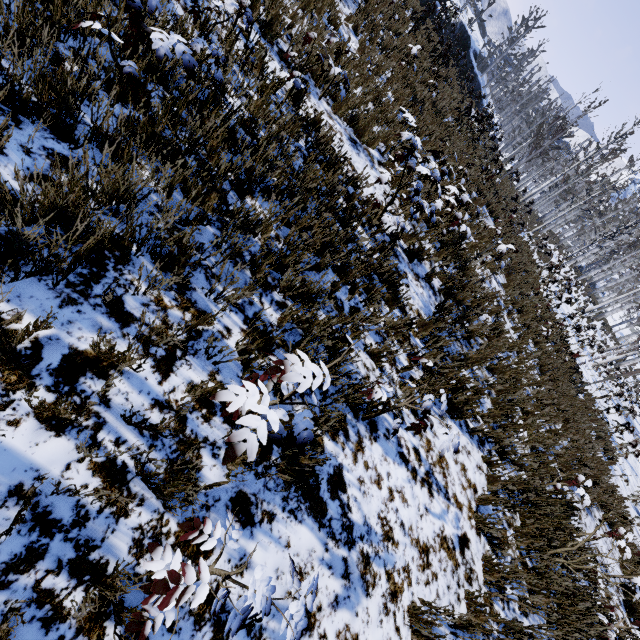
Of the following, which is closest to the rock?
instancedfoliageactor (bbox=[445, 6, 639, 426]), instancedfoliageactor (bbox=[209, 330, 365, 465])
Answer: instancedfoliageactor (bbox=[445, 6, 639, 426])

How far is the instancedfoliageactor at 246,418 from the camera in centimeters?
143cm

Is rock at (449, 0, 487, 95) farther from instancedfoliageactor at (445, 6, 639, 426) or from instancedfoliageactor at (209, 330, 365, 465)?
instancedfoliageactor at (209, 330, 365, 465)

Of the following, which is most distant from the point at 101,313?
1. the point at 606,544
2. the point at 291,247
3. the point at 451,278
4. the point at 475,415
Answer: the point at 606,544

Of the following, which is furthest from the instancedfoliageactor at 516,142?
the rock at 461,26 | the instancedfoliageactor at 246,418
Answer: the instancedfoliageactor at 246,418

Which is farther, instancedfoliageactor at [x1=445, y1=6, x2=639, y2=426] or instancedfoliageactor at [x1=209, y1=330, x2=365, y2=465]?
instancedfoliageactor at [x1=445, y1=6, x2=639, y2=426]

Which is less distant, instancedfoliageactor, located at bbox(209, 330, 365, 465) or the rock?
instancedfoliageactor, located at bbox(209, 330, 365, 465)
